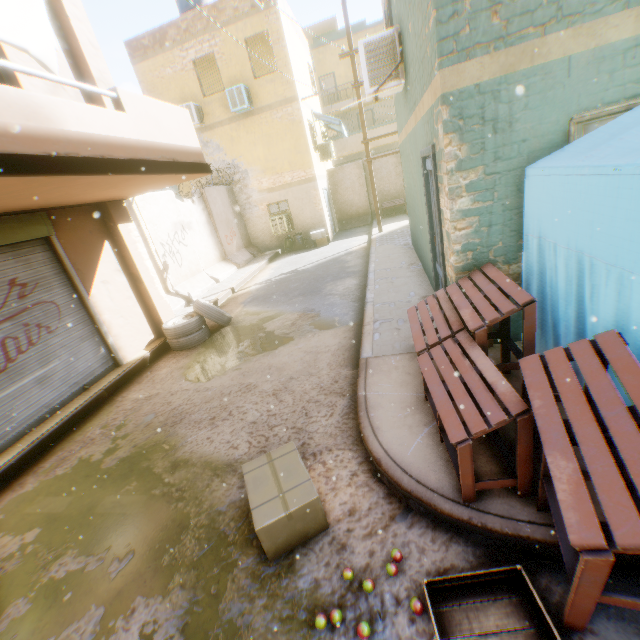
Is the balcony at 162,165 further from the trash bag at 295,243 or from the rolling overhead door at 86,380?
the trash bag at 295,243

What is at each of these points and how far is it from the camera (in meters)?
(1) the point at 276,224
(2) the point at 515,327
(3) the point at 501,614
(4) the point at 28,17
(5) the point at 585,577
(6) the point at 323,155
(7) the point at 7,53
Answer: (1) window air conditioner, 15.35
(2) building, 4.11
(3) wooden box, 1.96
(4) dryer, 3.71
(5) table, 1.44
(6) building, 16.44
(7) building, 4.59

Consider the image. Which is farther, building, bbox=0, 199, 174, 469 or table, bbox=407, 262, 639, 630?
building, bbox=0, 199, 174, 469

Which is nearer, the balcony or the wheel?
the balcony

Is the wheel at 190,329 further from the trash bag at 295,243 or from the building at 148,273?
the trash bag at 295,243

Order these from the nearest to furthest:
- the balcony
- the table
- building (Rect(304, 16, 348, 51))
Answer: the table → the balcony → building (Rect(304, 16, 348, 51))

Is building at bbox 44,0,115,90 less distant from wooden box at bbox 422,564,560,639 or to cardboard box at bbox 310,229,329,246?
cardboard box at bbox 310,229,329,246

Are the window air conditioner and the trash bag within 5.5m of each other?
yes
